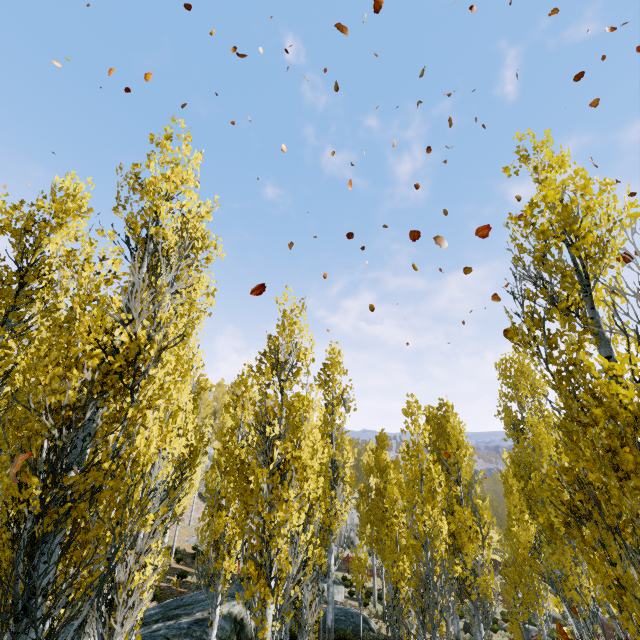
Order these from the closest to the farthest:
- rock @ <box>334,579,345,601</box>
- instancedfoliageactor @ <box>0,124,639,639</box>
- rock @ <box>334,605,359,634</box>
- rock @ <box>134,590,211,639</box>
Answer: instancedfoliageactor @ <box>0,124,639,639</box>
rock @ <box>134,590,211,639</box>
rock @ <box>334,605,359,634</box>
rock @ <box>334,579,345,601</box>

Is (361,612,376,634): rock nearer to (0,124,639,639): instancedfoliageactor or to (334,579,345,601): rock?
(0,124,639,639): instancedfoliageactor

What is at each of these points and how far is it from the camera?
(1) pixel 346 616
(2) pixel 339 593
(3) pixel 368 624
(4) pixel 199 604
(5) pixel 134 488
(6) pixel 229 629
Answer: (1) rock, 17.34m
(2) rock, 23.55m
(3) rock, 17.36m
(4) rock, 12.68m
(5) instancedfoliageactor, 4.26m
(6) rock, 11.32m

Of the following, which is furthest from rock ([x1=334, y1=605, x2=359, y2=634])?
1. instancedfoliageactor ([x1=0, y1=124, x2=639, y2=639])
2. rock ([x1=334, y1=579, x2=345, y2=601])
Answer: rock ([x1=334, y1=579, x2=345, y2=601])

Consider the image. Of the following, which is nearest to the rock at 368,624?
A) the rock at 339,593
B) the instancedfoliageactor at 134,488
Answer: the instancedfoliageactor at 134,488

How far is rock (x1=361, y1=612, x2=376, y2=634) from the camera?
17.0 meters

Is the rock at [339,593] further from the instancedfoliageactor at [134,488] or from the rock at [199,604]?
the rock at [199,604]
